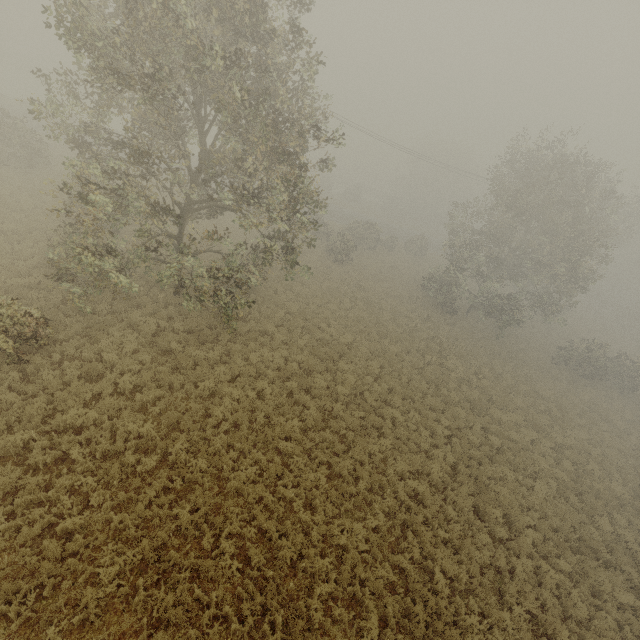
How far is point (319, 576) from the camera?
9.0 meters
